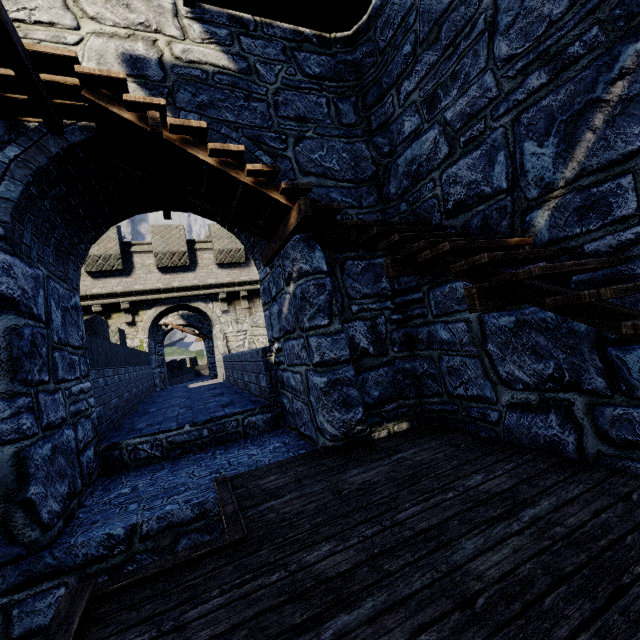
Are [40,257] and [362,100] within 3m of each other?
no
